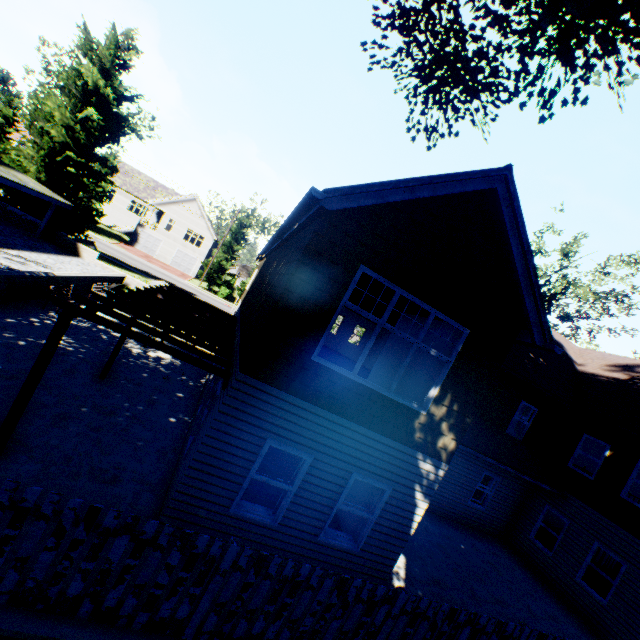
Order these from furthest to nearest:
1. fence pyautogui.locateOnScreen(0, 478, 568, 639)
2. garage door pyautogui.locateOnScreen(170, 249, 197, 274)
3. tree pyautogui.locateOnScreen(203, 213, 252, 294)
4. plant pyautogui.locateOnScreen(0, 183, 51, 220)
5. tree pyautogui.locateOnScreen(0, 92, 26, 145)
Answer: garage door pyautogui.locateOnScreen(170, 249, 197, 274) → tree pyautogui.locateOnScreen(203, 213, 252, 294) → tree pyautogui.locateOnScreen(0, 92, 26, 145) → plant pyautogui.locateOnScreen(0, 183, 51, 220) → fence pyautogui.locateOnScreen(0, 478, 568, 639)

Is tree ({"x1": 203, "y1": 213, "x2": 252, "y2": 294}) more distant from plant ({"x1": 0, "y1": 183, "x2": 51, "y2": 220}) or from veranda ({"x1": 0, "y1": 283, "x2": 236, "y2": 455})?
veranda ({"x1": 0, "y1": 283, "x2": 236, "y2": 455})

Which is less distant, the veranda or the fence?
the fence

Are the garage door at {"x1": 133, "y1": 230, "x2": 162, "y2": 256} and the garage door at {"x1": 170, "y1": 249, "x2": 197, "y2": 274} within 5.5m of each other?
yes

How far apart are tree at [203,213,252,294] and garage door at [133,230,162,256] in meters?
11.1 m

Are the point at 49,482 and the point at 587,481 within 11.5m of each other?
no

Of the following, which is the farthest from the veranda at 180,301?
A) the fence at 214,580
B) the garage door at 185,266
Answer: the garage door at 185,266

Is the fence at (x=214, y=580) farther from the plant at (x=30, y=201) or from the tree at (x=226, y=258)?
the tree at (x=226, y=258)
